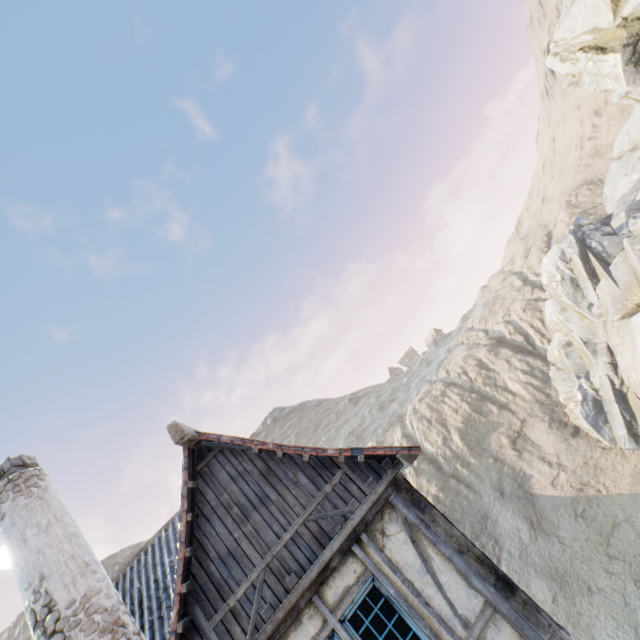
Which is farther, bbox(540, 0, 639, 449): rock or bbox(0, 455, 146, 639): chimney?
bbox(540, 0, 639, 449): rock

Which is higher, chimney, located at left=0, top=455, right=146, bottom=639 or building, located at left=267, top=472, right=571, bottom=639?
chimney, located at left=0, top=455, right=146, bottom=639

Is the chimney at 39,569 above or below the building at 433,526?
above

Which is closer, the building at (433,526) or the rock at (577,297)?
the building at (433,526)

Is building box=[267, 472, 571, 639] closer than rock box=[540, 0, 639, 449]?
Yes

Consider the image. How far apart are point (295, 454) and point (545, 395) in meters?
31.4 m
